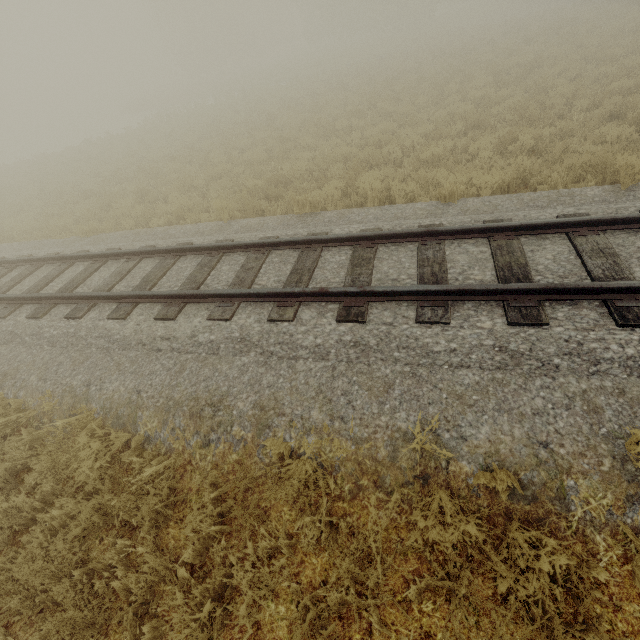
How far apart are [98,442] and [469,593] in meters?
4.1
